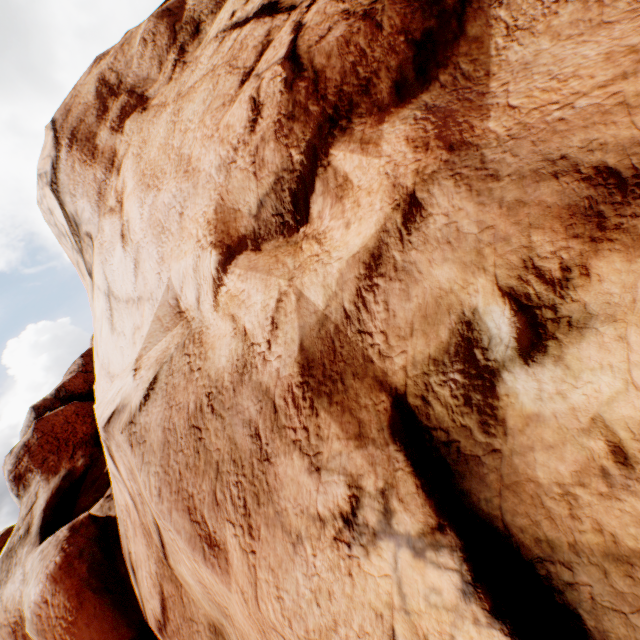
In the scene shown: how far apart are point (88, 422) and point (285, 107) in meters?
12.9
